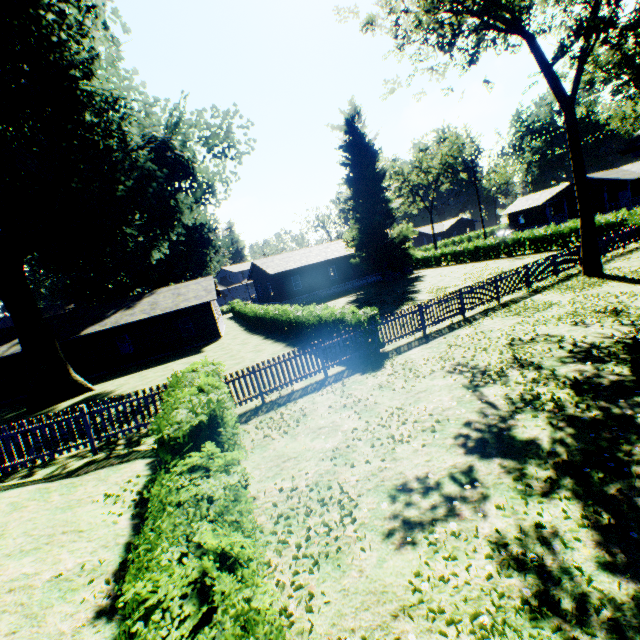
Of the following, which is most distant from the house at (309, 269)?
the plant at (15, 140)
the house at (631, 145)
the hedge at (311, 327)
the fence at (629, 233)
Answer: the house at (631, 145)

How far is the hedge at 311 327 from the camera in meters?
13.0

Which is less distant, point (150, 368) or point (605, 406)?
point (605, 406)

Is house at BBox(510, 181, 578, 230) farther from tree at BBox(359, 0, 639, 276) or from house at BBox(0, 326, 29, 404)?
house at BBox(0, 326, 29, 404)

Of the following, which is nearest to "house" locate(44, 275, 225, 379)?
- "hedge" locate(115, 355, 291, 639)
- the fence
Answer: the fence

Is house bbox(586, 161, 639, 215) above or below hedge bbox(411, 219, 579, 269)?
above

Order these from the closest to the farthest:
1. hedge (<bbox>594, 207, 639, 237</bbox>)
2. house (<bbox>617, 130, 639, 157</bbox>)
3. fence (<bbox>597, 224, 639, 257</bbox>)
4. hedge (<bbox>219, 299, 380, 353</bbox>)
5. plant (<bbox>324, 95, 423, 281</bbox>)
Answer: house (<bbox>617, 130, 639, 157</bbox>) < hedge (<bbox>219, 299, 380, 353</bbox>) < fence (<bbox>597, 224, 639, 257</bbox>) < hedge (<bbox>594, 207, 639, 237</bbox>) < plant (<bbox>324, 95, 423, 281</bbox>)

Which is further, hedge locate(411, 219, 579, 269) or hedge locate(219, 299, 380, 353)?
hedge locate(411, 219, 579, 269)
